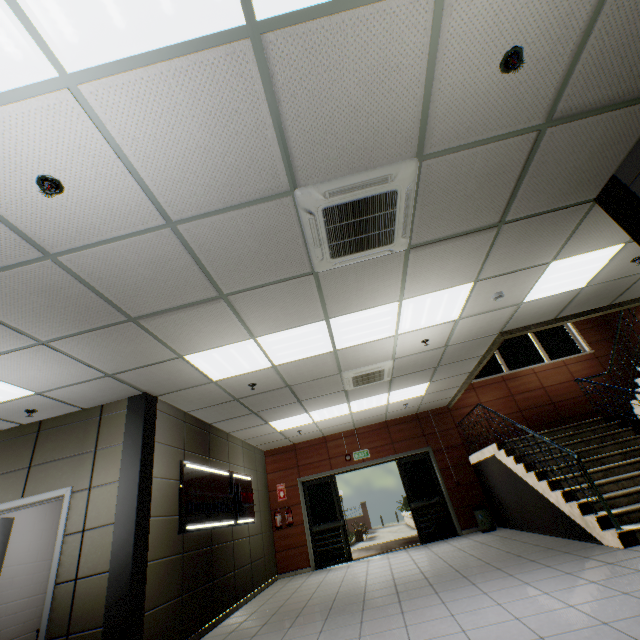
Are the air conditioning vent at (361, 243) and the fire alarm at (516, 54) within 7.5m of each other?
yes

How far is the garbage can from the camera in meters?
8.0

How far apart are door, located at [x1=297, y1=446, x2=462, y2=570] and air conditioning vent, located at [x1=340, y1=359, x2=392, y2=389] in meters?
4.1 m

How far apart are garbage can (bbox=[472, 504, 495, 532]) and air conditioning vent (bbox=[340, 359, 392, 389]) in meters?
4.7 m

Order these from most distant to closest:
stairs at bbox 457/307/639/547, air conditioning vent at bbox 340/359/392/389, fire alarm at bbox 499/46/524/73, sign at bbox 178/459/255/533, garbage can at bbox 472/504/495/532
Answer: garbage can at bbox 472/504/495/532 < air conditioning vent at bbox 340/359/392/389 < sign at bbox 178/459/255/533 < stairs at bbox 457/307/639/547 < fire alarm at bbox 499/46/524/73

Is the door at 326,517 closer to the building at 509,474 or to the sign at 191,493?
the building at 509,474

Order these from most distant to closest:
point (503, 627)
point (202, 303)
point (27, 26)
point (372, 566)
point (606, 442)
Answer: point (372, 566) < point (606, 442) < point (202, 303) < point (503, 627) < point (27, 26)

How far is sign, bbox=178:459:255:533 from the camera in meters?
5.2
